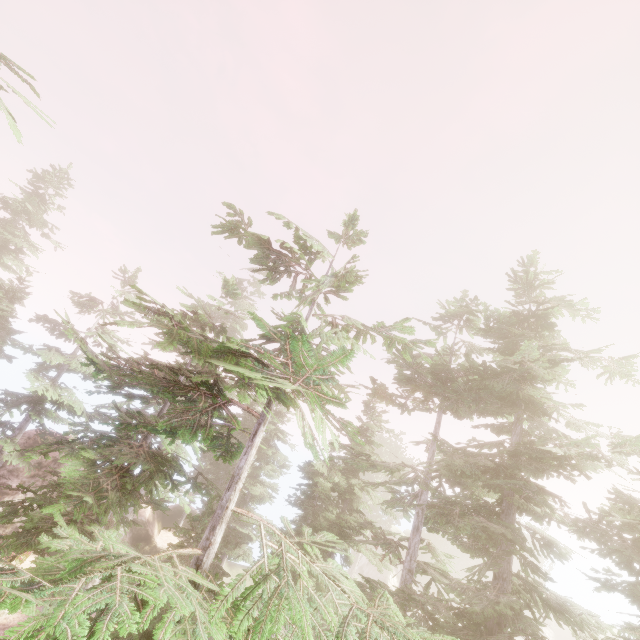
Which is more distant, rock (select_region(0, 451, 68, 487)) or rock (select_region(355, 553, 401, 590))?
rock (select_region(355, 553, 401, 590))

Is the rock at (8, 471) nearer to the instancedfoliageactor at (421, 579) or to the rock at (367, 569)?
the instancedfoliageactor at (421, 579)

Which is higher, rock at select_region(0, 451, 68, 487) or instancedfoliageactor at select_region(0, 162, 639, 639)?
instancedfoliageactor at select_region(0, 162, 639, 639)

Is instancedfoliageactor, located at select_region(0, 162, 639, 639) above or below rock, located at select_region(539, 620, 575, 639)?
above

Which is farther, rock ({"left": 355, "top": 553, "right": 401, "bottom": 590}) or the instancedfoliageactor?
rock ({"left": 355, "top": 553, "right": 401, "bottom": 590})

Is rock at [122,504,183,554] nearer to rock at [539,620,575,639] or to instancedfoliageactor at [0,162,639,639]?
instancedfoliageactor at [0,162,639,639]

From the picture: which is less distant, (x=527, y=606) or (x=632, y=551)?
(x=632, y=551)
